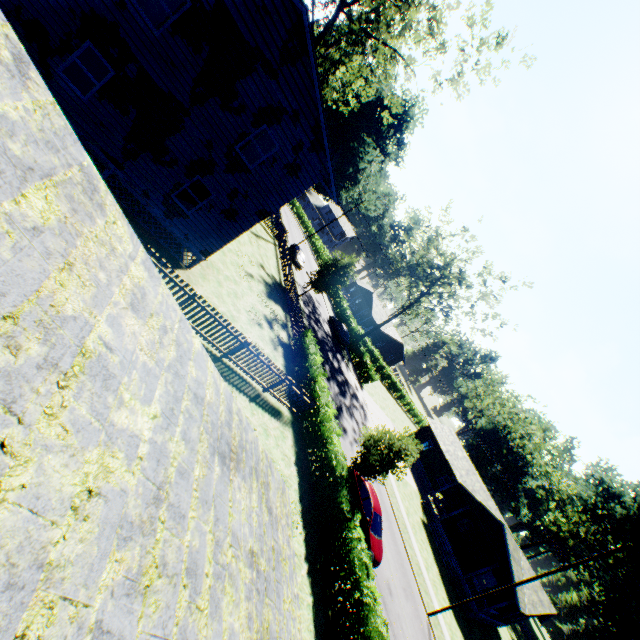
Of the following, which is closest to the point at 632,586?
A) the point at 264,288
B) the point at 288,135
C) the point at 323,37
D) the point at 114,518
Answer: the point at 264,288

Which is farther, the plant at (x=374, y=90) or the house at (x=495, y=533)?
the house at (x=495, y=533)

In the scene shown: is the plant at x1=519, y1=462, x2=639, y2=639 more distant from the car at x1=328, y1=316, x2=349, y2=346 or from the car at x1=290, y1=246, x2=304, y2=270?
the car at x1=328, y1=316, x2=349, y2=346

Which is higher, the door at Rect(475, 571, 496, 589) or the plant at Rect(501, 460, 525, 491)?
the plant at Rect(501, 460, 525, 491)

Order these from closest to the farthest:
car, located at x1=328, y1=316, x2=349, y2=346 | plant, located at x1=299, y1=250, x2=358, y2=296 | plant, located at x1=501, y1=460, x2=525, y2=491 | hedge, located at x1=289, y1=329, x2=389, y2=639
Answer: hedge, located at x1=289, y1=329, x2=389, y2=639 → plant, located at x1=299, y1=250, x2=358, y2=296 → car, located at x1=328, y1=316, x2=349, y2=346 → plant, located at x1=501, y1=460, x2=525, y2=491

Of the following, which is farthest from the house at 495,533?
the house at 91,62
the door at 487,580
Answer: the house at 91,62

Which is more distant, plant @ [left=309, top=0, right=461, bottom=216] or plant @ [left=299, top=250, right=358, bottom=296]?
plant @ [left=299, top=250, right=358, bottom=296]
